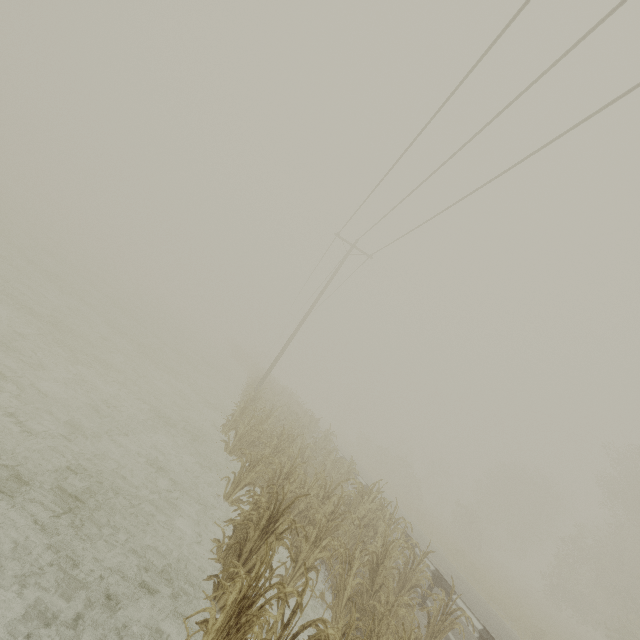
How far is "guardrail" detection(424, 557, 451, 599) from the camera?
8.57m

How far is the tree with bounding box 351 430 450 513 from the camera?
35.7m

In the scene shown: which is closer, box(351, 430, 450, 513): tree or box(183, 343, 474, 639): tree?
box(183, 343, 474, 639): tree

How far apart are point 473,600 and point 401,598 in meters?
8.5 m

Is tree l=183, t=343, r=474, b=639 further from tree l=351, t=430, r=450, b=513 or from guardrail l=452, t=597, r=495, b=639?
tree l=351, t=430, r=450, b=513

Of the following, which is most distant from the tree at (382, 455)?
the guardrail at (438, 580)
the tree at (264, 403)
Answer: the tree at (264, 403)
